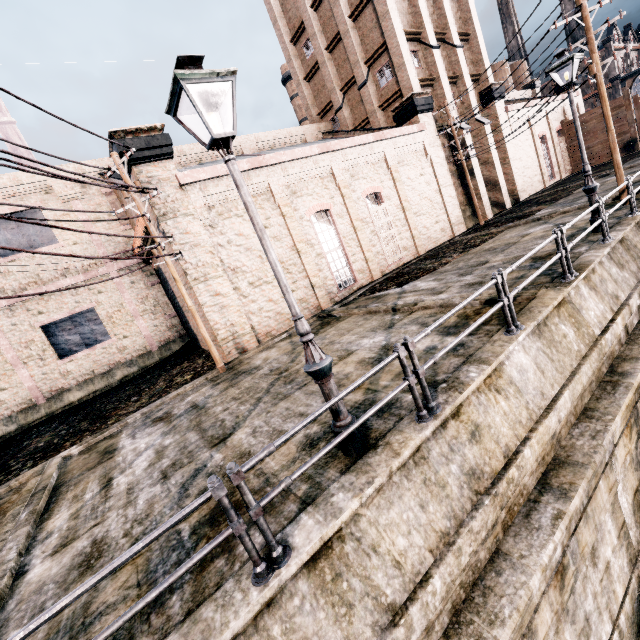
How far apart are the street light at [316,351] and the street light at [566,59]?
11.3m

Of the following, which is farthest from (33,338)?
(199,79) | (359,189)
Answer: (199,79)

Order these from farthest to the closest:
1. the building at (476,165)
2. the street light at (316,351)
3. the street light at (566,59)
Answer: the building at (476,165)
the street light at (566,59)
the street light at (316,351)

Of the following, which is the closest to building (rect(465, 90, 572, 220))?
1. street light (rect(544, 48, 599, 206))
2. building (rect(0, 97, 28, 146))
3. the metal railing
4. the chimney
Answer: street light (rect(544, 48, 599, 206))

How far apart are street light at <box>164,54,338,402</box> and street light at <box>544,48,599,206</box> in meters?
11.3

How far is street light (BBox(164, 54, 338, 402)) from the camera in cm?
380

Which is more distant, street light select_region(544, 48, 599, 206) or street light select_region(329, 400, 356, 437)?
street light select_region(544, 48, 599, 206)

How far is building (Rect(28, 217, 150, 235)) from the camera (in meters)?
15.95
